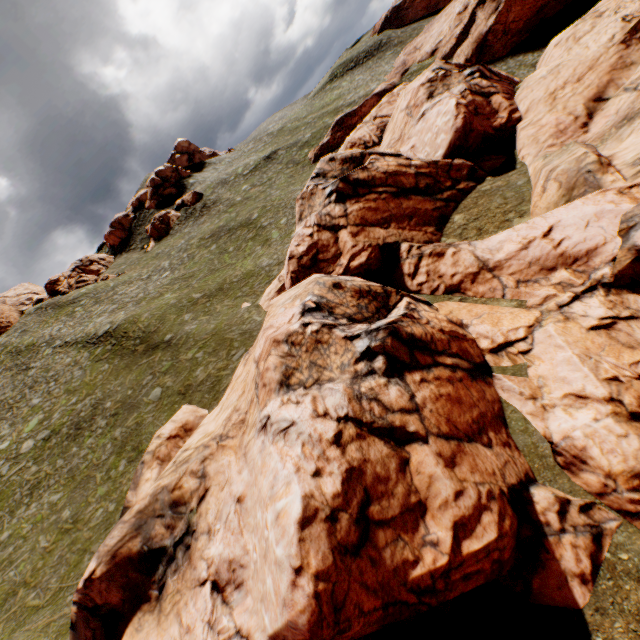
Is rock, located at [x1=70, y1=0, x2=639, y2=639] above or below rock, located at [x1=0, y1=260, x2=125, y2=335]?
below

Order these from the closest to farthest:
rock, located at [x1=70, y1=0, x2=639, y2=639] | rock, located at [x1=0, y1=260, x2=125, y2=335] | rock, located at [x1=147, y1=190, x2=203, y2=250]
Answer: rock, located at [x1=70, y1=0, x2=639, y2=639] < rock, located at [x1=0, y1=260, x2=125, y2=335] < rock, located at [x1=147, y1=190, x2=203, y2=250]

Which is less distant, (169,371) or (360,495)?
(360,495)

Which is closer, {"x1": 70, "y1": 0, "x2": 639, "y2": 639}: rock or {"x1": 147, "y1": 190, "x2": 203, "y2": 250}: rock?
{"x1": 70, "y1": 0, "x2": 639, "y2": 639}: rock

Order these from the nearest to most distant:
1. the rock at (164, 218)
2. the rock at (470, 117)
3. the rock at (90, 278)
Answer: the rock at (470, 117)
the rock at (90, 278)
the rock at (164, 218)

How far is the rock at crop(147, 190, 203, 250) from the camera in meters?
58.0

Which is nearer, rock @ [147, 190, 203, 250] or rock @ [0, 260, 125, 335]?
rock @ [0, 260, 125, 335]

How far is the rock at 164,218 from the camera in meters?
58.0 m
